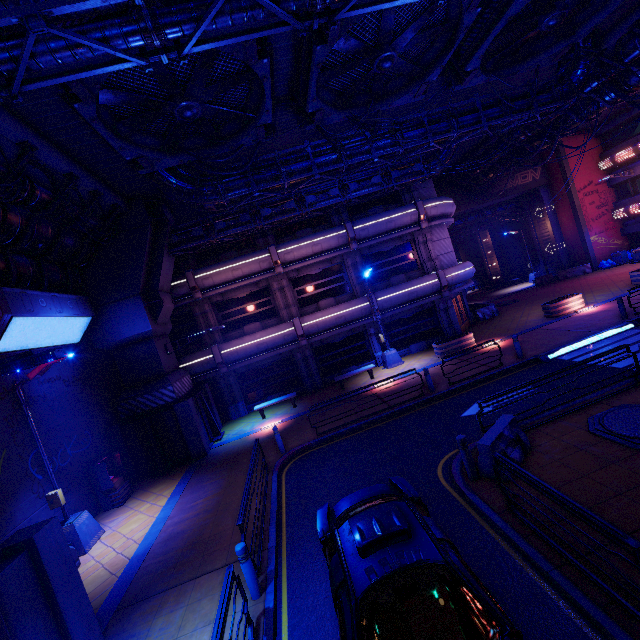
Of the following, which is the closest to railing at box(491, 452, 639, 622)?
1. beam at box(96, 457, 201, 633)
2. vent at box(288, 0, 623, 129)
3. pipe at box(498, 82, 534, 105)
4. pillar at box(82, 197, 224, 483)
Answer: beam at box(96, 457, 201, 633)

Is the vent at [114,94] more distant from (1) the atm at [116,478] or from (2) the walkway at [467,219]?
(2) the walkway at [467,219]

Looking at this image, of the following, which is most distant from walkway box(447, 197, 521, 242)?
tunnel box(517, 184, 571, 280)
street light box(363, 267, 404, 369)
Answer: street light box(363, 267, 404, 369)

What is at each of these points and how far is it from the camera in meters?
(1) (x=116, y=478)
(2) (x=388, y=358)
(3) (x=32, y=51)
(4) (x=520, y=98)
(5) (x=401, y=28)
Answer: (1) atm, 13.0
(2) street light, 19.7
(3) pipe, 4.3
(4) pipe, 14.2
(5) vent, 9.4

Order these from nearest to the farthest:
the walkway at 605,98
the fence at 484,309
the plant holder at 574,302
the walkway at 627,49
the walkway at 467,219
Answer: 1. the walkway at 627,49
2. the walkway at 605,98
3. the plant holder at 574,302
4. the fence at 484,309
5. the walkway at 467,219

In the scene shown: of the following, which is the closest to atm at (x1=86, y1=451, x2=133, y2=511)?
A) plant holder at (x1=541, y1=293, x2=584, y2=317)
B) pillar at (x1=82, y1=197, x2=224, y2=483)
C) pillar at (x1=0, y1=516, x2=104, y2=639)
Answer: pillar at (x1=82, y1=197, x2=224, y2=483)

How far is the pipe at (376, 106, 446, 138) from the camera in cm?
1309

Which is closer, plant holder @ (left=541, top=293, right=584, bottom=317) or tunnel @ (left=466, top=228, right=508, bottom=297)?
plant holder @ (left=541, top=293, right=584, bottom=317)
